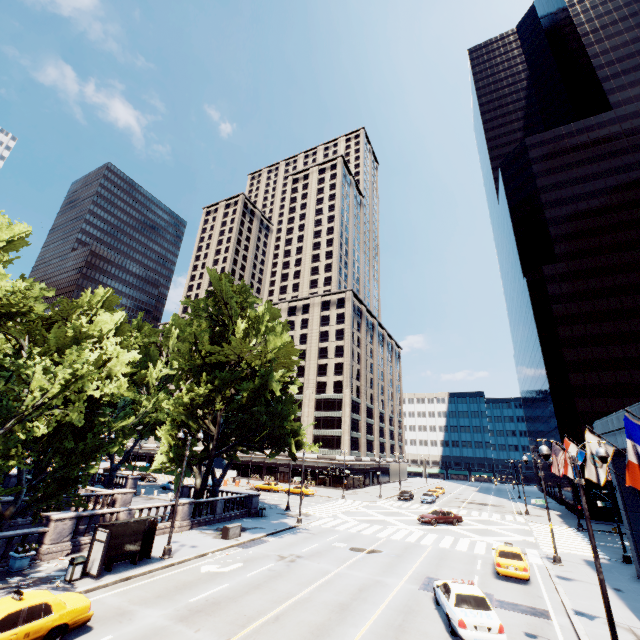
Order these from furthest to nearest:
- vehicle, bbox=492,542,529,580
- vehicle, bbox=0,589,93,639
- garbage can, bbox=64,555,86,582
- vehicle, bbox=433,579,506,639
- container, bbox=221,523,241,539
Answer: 1. container, bbox=221,523,241,539
2. vehicle, bbox=492,542,529,580
3. garbage can, bbox=64,555,86,582
4. vehicle, bbox=433,579,506,639
5. vehicle, bbox=0,589,93,639

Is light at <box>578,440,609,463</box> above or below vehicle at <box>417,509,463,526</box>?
above

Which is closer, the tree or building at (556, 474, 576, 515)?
the tree

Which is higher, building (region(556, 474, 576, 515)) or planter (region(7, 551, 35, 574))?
building (region(556, 474, 576, 515))

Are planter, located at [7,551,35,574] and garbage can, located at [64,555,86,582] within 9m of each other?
yes

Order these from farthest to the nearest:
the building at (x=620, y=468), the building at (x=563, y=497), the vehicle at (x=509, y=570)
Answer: the building at (x=563, y=497) → the building at (x=620, y=468) → the vehicle at (x=509, y=570)

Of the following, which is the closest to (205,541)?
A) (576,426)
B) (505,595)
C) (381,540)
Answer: (381,540)

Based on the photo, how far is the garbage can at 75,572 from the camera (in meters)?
15.57
